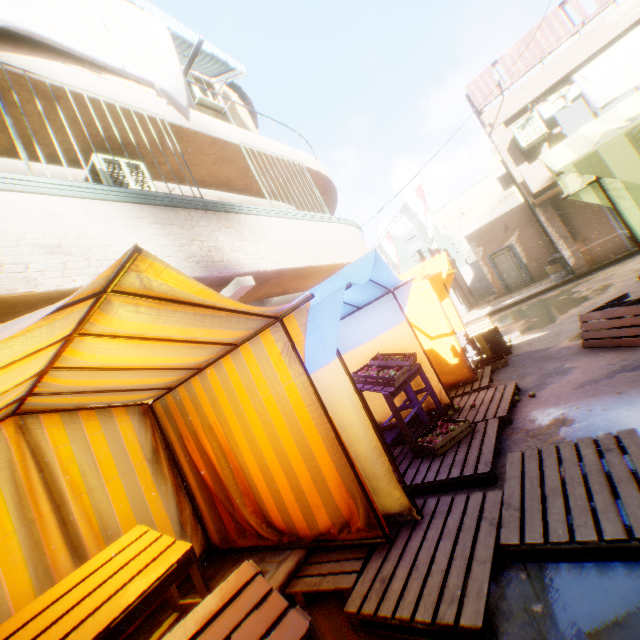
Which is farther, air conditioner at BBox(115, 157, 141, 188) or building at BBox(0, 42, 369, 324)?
air conditioner at BBox(115, 157, 141, 188)

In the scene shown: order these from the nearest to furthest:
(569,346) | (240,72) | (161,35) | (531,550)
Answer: (531,550) → (161,35) → (569,346) → (240,72)

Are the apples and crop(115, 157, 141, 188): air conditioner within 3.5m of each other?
no

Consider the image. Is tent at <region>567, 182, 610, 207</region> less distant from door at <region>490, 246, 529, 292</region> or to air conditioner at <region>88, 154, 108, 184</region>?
door at <region>490, 246, 529, 292</region>

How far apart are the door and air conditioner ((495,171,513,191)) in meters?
2.4 m

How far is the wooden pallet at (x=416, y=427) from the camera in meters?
4.8 m

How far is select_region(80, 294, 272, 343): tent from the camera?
2.05m

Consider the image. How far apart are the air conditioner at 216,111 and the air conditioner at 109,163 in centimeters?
275cm
